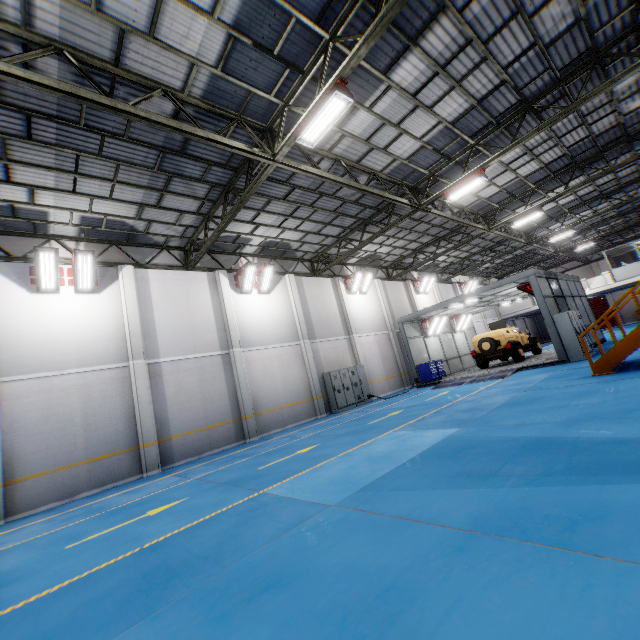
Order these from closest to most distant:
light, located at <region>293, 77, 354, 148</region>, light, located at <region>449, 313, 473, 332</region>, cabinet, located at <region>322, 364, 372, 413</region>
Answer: light, located at <region>293, 77, 354, 148</region>, cabinet, located at <region>322, 364, 372, 413</region>, light, located at <region>449, 313, 473, 332</region>

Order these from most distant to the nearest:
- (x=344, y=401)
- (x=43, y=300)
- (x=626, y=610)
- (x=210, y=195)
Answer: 1. (x=344, y=401)
2. (x=210, y=195)
3. (x=43, y=300)
4. (x=626, y=610)

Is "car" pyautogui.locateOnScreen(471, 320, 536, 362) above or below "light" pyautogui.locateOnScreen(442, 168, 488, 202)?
below

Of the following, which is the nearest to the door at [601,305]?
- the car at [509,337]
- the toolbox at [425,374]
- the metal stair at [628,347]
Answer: the car at [509,337]

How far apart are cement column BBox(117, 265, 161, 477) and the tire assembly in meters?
17.1 m

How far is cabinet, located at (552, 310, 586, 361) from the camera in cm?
1394

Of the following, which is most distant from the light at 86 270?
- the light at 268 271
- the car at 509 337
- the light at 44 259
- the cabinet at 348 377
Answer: the car at 509 337

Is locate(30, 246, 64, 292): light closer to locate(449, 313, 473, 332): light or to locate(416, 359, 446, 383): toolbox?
locate(416, 359, 446, 383): toolbox
